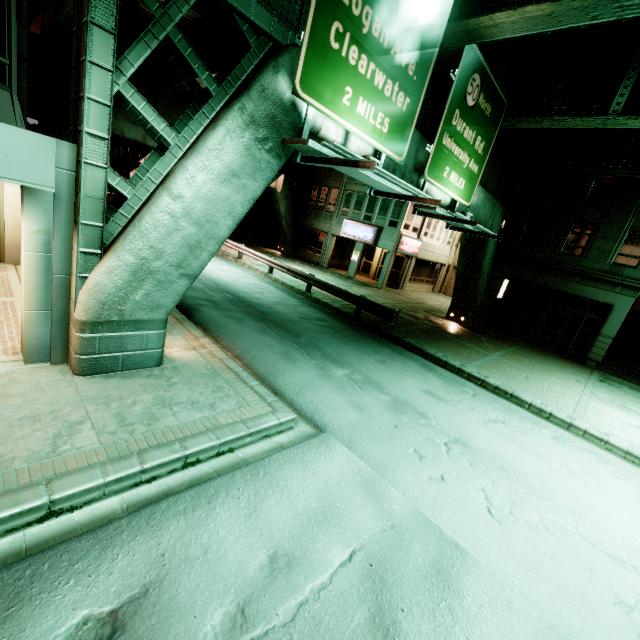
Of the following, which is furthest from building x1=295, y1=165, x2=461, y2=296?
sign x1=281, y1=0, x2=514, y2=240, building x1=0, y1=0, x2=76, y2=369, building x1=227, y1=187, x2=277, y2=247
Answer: building x1=0, y1=0, x2=76, y2=369

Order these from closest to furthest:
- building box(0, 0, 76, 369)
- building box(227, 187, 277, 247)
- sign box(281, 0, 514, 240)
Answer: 1. building box(0, 0, 76, 369)
2. sign box(281, 0, 514, 240)
3. building box(227, 187, 277, 247)

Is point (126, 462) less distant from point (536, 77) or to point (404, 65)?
point (404, 65)

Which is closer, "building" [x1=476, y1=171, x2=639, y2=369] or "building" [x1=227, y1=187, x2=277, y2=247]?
"building" [x1=476, y1=171, x2=639, y2=369]

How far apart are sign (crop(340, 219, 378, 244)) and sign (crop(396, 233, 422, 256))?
1.75m

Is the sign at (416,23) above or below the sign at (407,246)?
above

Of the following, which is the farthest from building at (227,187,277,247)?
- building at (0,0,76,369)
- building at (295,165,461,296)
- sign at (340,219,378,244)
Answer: building at (0,0,76,369)

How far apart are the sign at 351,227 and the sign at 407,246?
1.7 meters
